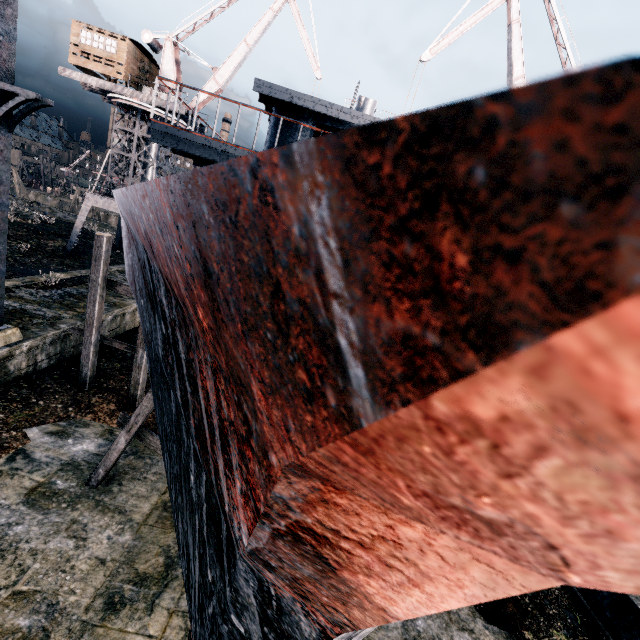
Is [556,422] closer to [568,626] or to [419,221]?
[419,221]

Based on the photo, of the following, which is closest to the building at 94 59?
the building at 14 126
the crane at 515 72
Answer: the crane at 515 72

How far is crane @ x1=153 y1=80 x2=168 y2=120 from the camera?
26.6 meters

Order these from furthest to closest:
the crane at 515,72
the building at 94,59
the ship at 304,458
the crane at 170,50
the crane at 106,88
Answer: the crane at 170,50 → the crane at 106,88 → the building at 94,59 → the crane at 515,72 → the ship at 304,458

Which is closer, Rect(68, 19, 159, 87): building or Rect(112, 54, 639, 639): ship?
Rect(112, 54, 639, 639): ship

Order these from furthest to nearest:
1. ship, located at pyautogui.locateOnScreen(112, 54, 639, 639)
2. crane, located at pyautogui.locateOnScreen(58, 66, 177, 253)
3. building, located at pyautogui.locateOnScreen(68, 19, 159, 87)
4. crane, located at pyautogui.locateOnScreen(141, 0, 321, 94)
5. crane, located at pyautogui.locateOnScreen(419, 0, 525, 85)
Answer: crane, located at pyautogui.locateOnScreen(141, 0, 321, 94)
crane, located at pyautogui.locateOnScreen(58, 66, 177, 253)
building, located at pyautogui.locateOnScreen(68, 19, 159, 87)
crane, located at pyautogui.locateOnScreen(419, 0, 525, 85)
ship, located at pyautogui.locateOnScreen(112, 54, 639, 639)

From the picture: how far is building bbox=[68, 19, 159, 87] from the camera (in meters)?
25.80
